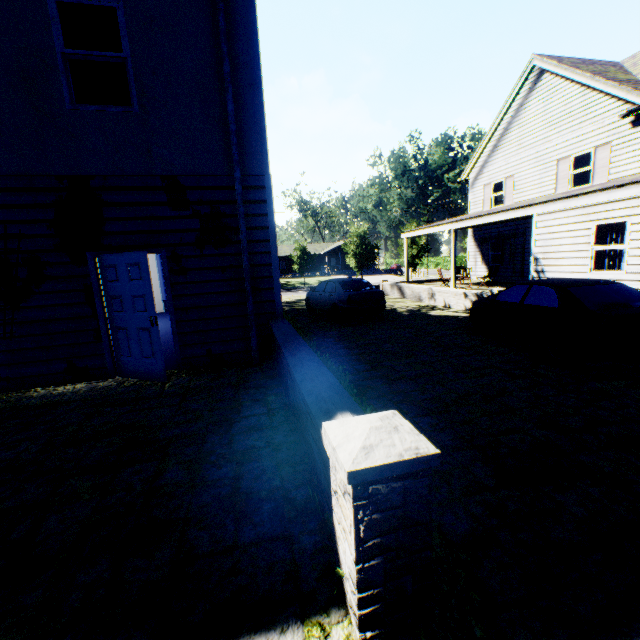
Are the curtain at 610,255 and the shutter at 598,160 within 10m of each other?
yes

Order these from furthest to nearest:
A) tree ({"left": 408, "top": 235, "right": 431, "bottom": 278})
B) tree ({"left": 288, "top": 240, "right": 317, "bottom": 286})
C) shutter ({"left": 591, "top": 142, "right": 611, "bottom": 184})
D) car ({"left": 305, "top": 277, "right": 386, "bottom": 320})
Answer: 1. tree ({"left": 288, "top": 240, "right": 317, "bottom": 286})
2. tree ({"left": 408, "top": 235, "right": 431, "bottom": 278})
3. shutter ({"left": 591, "top": 142, "right": 611, "bottom": 184})
4. car ({"left": 305, "top": 277, "right": 386, "bottom": 320})

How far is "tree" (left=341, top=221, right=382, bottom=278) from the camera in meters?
33.7

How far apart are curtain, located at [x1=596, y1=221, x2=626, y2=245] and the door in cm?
1228

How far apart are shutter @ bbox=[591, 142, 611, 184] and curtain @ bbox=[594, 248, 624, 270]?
6.4 meters

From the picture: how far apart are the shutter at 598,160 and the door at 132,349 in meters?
17.9 m

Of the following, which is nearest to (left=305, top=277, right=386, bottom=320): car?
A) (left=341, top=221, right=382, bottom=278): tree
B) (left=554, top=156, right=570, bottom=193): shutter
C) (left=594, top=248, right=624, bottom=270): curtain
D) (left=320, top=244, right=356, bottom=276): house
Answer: (left=594, top=248, right=624, bottom=270): curtain

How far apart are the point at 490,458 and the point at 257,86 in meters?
6.8
